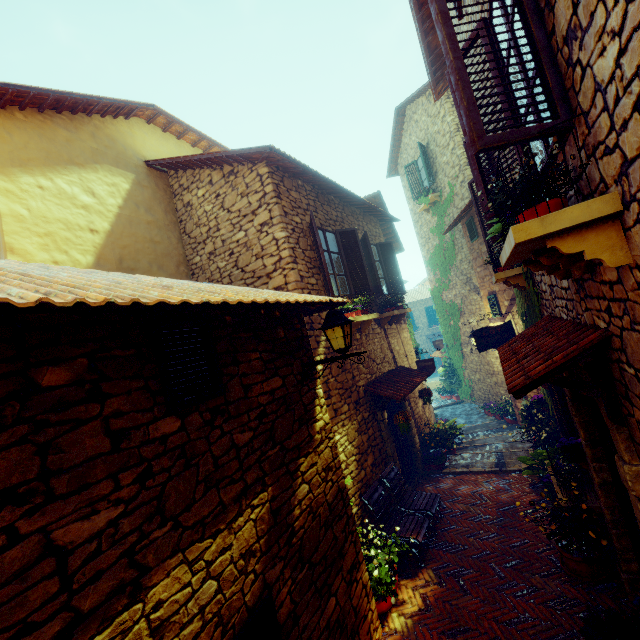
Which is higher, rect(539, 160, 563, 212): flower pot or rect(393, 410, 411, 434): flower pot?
rect(539, 160, 563, 212): flower pot

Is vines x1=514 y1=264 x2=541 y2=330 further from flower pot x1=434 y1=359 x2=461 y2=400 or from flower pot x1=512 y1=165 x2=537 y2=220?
flower pot x1=434 y1=359 x2=461 y2=400

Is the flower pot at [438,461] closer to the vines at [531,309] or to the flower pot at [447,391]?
the vines at [531,309]

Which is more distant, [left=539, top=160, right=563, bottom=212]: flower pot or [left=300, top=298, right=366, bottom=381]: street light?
[left=300, top=298, right=366, bottom=381]: street light

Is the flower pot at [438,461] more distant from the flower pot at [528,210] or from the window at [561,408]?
the flower pot at [528,210]

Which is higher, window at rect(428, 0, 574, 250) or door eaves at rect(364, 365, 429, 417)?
window at rect(428, 0, 574, 250)

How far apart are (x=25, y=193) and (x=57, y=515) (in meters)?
5.33

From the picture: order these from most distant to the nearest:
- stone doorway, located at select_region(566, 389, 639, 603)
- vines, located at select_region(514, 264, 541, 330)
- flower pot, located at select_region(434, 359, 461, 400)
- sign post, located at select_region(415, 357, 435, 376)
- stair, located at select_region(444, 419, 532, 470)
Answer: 1. flower pot, located at select_region(434, 359, 461, 400)
2. sign post, located at select_region(415, 357, 435, 376)
3. stair, located at select_region(444, 419, 532, 470)
4. vines, located at select_region(514, 264, 541, 330)
5. stone doorway, located at select_region(566, 389, 639, 603)
